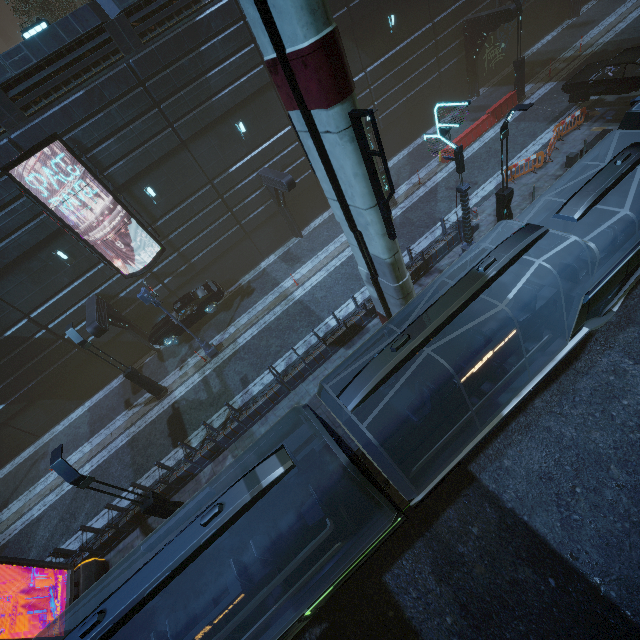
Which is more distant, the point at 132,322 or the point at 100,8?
the point at 132,322

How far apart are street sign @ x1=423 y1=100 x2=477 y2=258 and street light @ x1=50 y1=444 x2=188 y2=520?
15.2m

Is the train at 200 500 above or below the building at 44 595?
above

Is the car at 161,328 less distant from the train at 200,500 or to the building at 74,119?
the building at 74,119

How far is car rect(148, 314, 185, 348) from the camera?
18.62m

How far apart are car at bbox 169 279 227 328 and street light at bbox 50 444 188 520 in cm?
934

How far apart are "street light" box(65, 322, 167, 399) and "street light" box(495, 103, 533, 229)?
18.2m

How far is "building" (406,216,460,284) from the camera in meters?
14.8 m
